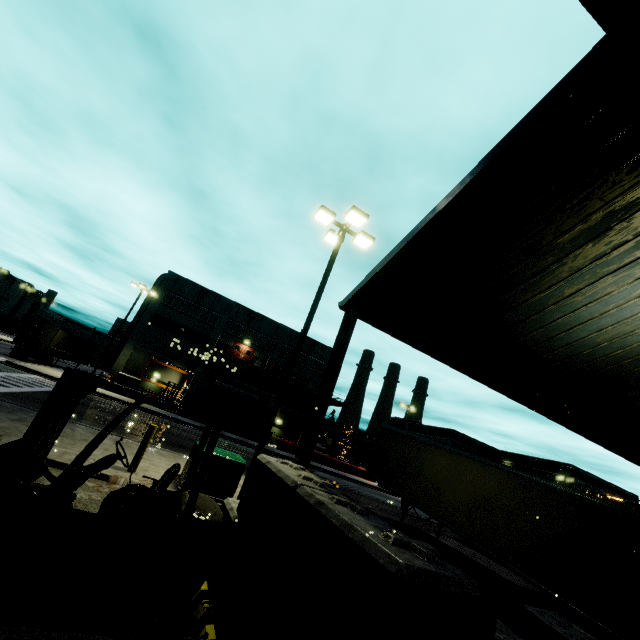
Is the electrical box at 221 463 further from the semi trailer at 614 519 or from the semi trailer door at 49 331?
the semi trailer door at 49 331

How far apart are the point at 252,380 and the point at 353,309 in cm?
3648

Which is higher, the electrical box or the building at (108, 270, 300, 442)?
the building at (108, 270, 300, 442)

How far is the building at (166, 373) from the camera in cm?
3725

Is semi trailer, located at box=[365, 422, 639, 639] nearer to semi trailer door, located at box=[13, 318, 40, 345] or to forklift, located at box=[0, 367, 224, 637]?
semi trailer door, located at box=[13, 318, 40, 345]

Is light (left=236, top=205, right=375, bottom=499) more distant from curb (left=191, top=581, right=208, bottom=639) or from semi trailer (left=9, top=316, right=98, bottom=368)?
curb (left=191, top=581, right=208, bottom=639)

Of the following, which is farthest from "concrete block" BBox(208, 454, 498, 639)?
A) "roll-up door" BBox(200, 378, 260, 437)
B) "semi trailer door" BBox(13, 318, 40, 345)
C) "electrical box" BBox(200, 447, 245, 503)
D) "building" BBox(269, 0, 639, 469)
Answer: "semi trailer door" BBox(13, 318, 40, 345)

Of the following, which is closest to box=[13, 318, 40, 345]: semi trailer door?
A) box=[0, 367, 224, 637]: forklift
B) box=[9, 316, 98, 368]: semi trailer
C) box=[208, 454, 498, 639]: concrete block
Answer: box=[9, 316, 98, 368]: semi trailer
